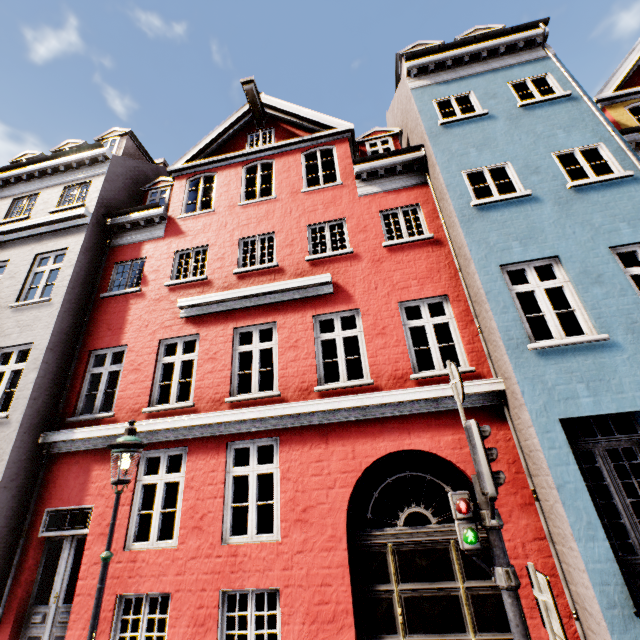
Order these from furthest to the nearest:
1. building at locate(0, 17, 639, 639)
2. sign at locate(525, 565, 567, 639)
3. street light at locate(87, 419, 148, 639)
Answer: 1. building at locate(0, 17, 639, 639)
2. street light at locate(87, 419, 148, 639)
3. sign at locate(525, 565, 567, 639)

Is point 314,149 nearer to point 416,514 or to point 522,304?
point 522,304

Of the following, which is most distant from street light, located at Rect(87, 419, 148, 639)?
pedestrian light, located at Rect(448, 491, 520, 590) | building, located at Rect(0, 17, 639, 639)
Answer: pedestrian light, located at Rect(448, 491, 520, 590)

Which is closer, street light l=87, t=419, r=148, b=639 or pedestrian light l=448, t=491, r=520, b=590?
pedestrian light l=448, t=491, r=520, b=590

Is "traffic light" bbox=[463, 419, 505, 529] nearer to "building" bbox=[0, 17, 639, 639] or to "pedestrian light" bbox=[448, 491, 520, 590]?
"pedestrian light" bbox=[448, 491, 520, 590]

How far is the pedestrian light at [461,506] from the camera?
3.2m

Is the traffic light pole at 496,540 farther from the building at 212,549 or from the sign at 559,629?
the building at 212,549

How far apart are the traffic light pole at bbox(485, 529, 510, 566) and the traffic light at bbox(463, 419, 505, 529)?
0.0 meters
